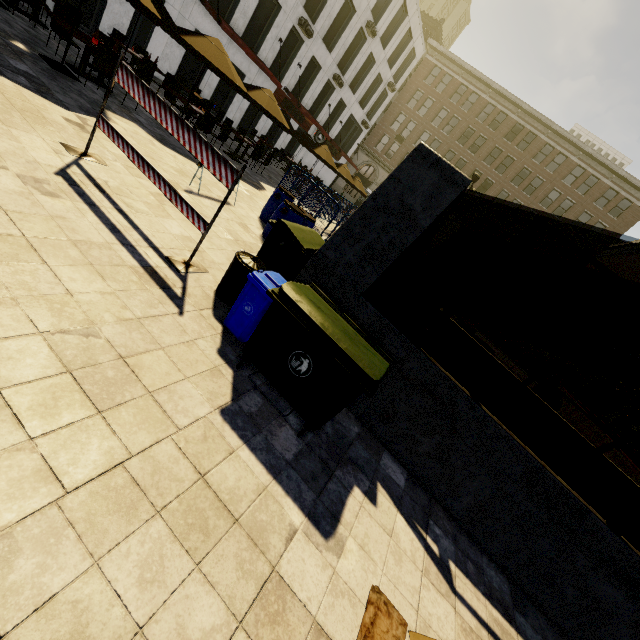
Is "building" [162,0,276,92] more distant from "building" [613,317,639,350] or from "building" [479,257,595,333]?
"building" [613,317,639,350]

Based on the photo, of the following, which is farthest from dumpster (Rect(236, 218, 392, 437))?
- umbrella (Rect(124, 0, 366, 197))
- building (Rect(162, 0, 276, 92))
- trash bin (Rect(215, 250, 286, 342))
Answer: building (Rect(162, 0, 276, 92))

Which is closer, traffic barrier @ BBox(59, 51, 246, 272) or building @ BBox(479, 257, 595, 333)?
traffic barrier @ BBox(59, 51, 246, 272)

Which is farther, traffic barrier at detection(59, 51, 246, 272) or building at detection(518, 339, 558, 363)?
building at detection(518, 339, 558, 363)

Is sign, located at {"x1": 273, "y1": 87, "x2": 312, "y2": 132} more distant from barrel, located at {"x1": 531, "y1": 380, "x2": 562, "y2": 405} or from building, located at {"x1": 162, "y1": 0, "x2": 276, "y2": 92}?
barrel, located at {"x1": 531, "y1": 380, "x2": 562, "y2": 405}

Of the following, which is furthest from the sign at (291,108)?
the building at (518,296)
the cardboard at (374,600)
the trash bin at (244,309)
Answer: the cardboard at (374,600)

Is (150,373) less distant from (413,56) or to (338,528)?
(338,528)

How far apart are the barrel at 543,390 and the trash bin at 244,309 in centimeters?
2055cm
